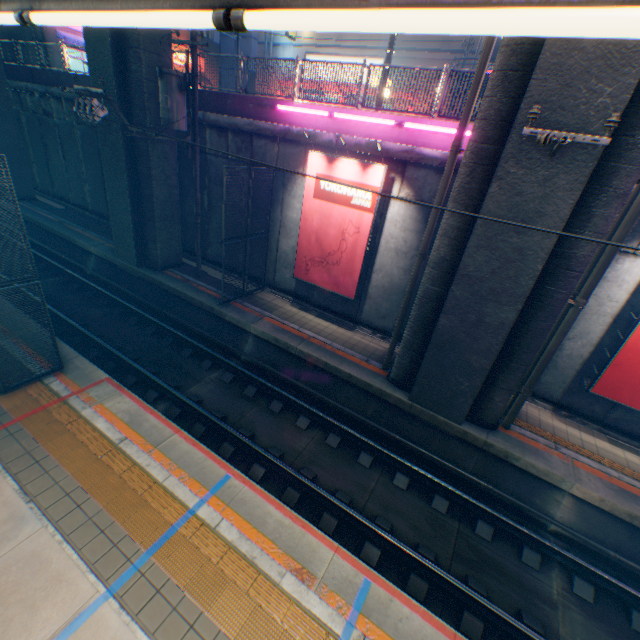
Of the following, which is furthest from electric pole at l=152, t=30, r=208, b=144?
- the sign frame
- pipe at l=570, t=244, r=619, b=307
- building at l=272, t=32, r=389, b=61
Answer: building at l=272, t=32, r=389, b=61

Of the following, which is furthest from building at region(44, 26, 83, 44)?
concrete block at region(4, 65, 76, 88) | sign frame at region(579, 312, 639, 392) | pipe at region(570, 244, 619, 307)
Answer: sign frame at region(579, 312, 639, 392)

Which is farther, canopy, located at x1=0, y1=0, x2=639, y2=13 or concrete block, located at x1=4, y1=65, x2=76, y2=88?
concrete block, located at x1=4, y1=65, x2=76, y2=88

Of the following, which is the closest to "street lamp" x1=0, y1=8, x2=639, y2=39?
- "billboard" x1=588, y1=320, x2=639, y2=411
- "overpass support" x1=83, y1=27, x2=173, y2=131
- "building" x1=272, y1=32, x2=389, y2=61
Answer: "overpass support" x1=83, y1=27, x2=173, y2=131

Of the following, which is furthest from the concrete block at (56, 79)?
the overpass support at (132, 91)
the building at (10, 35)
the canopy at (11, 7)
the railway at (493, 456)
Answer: the canopy at (11, 7)

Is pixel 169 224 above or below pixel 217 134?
below

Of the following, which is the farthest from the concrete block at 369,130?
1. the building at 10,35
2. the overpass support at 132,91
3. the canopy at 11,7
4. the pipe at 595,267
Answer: the canopy at 11,7

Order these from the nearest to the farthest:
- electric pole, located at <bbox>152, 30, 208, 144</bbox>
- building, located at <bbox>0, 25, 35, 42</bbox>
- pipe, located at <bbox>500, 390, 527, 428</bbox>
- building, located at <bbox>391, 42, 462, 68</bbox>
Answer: pipe, located at <bbox>500, 390, 527, 428</bbox> < electric pole, located at <bbox>152, 30, 208, 144</bbox> < building, located at <bbox>391, 42, 462, 68</bbox> < building, located at <bbox>0, 25, 35, 42</bbox>
